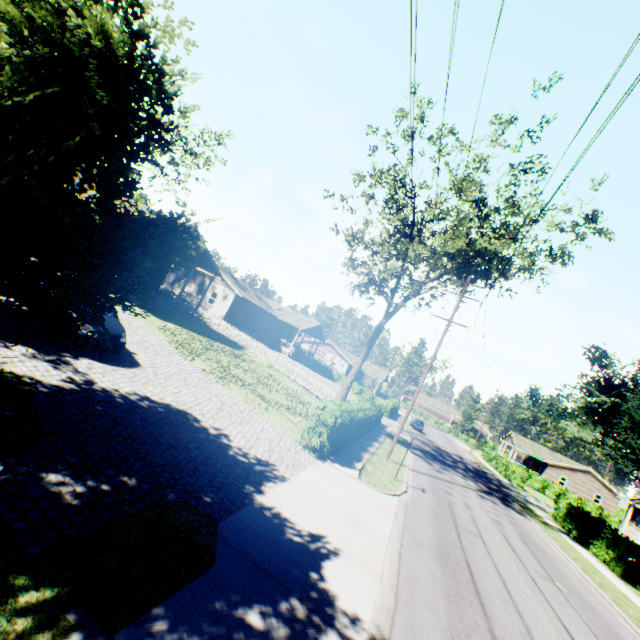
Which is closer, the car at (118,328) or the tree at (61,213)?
the tree at (61,213)

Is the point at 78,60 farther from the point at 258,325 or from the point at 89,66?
the point at 258,325

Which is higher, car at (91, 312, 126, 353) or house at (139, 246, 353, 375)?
house at (139, 246, 353, 375)

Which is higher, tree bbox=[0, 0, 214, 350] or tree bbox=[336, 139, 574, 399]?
tree bbox=[336, 139, 574, 399]

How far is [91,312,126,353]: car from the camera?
9.9m

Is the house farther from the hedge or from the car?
the hedge

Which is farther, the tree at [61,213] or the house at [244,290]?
the house at [244,290]

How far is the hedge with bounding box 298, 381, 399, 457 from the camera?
12.8m
